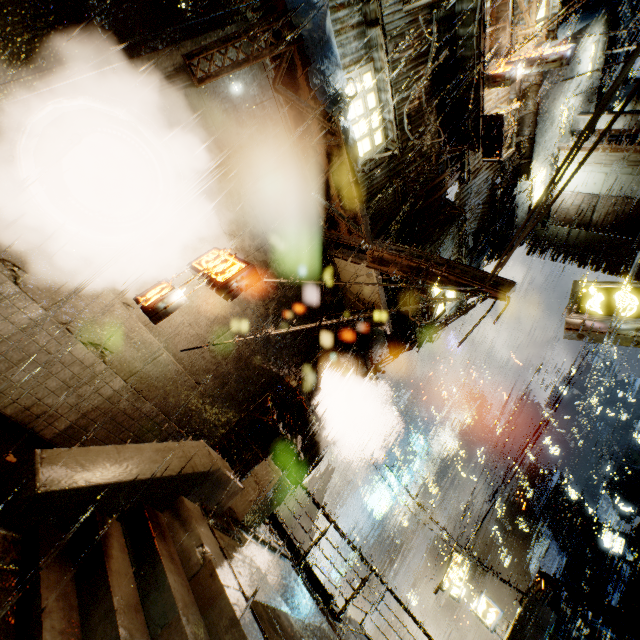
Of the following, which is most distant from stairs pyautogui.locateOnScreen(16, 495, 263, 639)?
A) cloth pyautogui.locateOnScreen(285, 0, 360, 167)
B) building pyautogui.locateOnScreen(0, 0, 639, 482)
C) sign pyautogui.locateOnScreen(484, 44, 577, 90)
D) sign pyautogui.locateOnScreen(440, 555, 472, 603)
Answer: sign pyautogui.locateOnScreen(440, 555, 472, 603)

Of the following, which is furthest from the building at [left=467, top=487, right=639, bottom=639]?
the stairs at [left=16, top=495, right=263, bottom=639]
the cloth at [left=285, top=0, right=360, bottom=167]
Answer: the stairs at [left=16, top=495, right=263, bottom=639]

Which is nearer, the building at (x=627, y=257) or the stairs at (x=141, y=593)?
the stairs at (x=141, y=593)

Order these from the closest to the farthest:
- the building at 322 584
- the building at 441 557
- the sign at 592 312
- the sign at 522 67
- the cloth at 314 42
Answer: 1. the cloth at 314 42
2. the sign at 592 312
3. the sign at 522 67
4. the building at 322 584
5. the building at 441 557

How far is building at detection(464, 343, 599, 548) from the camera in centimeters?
1861cm

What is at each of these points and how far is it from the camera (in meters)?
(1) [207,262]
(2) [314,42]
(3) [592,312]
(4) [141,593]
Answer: (1) sign, 7.20
(2) cloth, 5.47
(3) sign, 6.52
(4) stairs, 4.31
